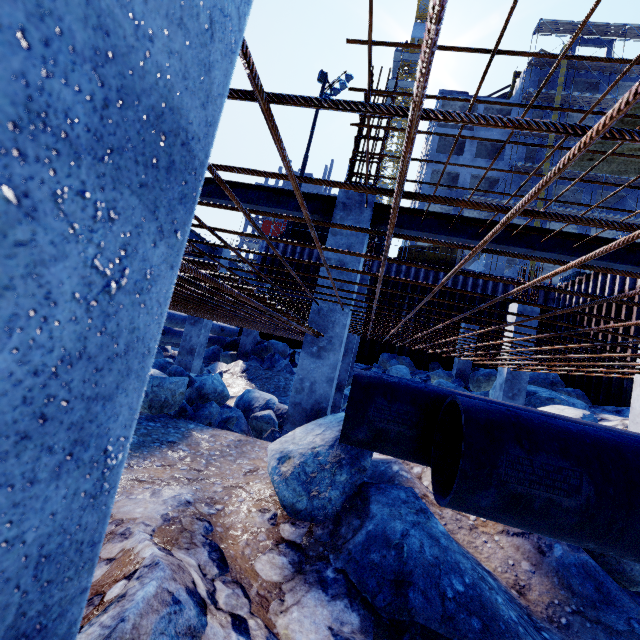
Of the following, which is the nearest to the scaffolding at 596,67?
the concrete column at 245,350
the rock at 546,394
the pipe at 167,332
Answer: the concrete column at 245,350

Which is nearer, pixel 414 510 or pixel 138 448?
pixel 414 510

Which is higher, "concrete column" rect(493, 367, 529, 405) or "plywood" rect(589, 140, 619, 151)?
"plywood" rect(589, 140, 619, 151)

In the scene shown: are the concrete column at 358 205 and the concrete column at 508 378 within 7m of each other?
yes

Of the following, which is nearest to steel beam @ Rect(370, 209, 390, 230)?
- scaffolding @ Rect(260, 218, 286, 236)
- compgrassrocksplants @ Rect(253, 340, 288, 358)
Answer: Result: compgrassrocksplants @ Rect(253, 340, 288, 358)

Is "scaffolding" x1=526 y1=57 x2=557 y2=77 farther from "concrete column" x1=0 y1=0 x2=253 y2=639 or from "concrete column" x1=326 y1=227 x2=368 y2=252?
"concrete column" x1=0 y1=0 x2=253 y2=639

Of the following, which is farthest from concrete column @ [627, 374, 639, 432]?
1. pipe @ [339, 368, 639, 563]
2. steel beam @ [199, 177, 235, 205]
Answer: steel beam @ [199, 177, 235, 205]

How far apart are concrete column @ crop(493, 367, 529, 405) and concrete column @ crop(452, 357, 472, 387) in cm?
432
